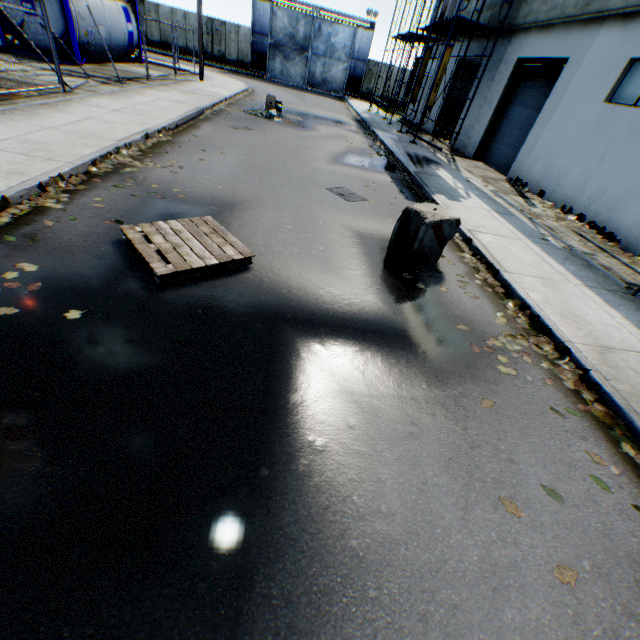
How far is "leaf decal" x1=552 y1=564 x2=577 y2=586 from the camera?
2.2m

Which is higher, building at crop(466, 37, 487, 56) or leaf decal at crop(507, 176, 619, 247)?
building at crop(466, 37, 487, 56)

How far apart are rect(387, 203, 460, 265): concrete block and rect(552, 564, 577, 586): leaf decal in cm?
425

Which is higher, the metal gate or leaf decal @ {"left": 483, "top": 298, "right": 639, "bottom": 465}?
the metal gate

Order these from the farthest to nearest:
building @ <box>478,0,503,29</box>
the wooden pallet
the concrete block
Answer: building @ <box>478,0,503,29</box> < the concrete block < the wooden pallet

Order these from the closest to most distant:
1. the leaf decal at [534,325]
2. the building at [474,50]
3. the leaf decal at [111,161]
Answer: the leaf decal at [534,325] < the leaf decal at [111,161] < the building at [474,50]

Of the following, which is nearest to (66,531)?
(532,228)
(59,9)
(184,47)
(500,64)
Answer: (532,228)

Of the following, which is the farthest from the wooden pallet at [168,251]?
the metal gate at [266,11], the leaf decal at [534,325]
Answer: the metal gate at [266,11]
